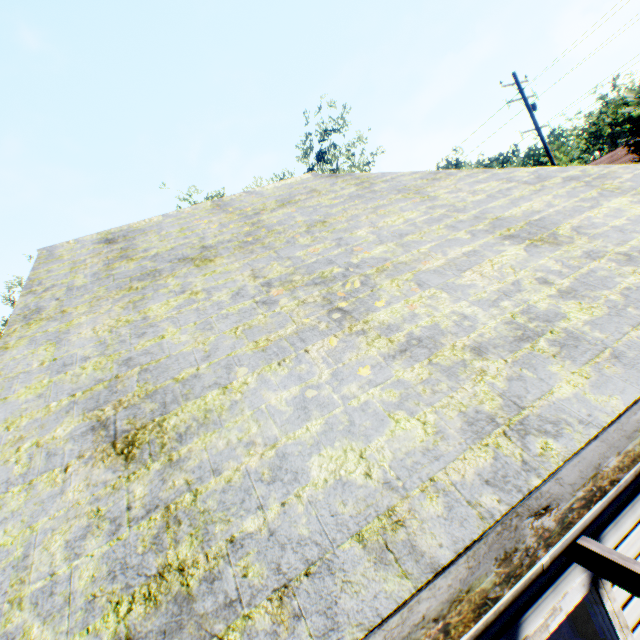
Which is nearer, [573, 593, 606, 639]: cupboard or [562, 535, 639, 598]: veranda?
[562, 535, 639, 598]: veranda

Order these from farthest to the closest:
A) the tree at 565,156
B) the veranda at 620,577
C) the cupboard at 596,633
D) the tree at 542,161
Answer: the tree at 542,161, the tree at 565,156, the cupboard at 596,633, the veranda at 620,577

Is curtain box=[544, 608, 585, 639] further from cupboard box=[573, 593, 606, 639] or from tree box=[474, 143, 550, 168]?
tree box=[474, 143, 550, 168]

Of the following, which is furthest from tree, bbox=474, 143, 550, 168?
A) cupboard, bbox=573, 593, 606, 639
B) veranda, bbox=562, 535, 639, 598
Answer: cupboard, bbox=573, 593, 606, 639

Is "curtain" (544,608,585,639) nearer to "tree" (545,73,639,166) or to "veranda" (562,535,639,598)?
"veranda" (562,535,639,598)

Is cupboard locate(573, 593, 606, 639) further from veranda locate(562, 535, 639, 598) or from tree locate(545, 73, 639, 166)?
tree locate(545, 73, 639, 166)

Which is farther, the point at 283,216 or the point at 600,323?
the point at 283,216

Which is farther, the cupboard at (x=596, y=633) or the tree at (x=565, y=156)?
the tree at (x=565, y=156)
